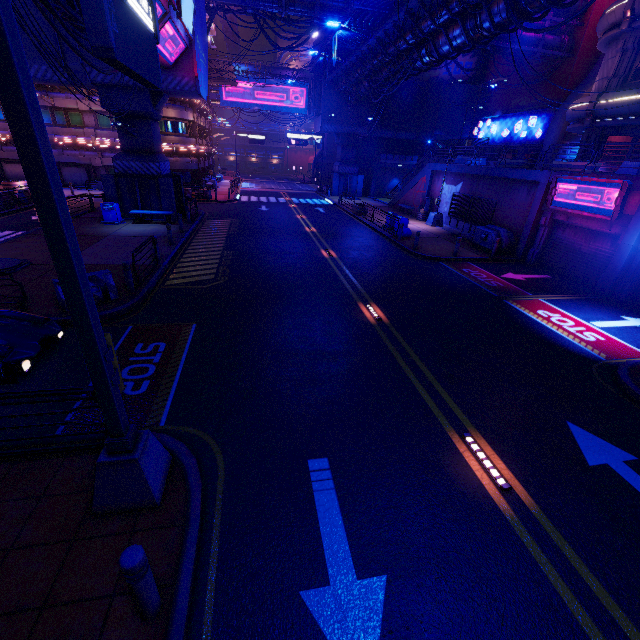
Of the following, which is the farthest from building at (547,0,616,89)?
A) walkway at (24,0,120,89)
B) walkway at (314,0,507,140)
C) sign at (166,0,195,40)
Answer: sign at (166,0,195,40)

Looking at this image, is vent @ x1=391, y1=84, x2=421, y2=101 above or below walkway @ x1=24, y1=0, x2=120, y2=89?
above

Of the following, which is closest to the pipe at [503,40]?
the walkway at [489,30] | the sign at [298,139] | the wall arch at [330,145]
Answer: the walkway at [489,30]

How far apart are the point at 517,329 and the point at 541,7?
12.9m

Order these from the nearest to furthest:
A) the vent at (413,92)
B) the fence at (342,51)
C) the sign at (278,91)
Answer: the fence at (342,51)
the vent at (413,92)
the sign at (278,91)

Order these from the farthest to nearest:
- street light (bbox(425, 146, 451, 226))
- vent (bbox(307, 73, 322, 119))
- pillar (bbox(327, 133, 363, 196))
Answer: pillar (bbox(327, 133, 363, 196))
vent (bbox(307, 73, 322, 119))
street light (bbox(425, 146, 451, 226))

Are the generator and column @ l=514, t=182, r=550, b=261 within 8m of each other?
yes

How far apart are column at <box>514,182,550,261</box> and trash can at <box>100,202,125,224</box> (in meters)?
24.04
